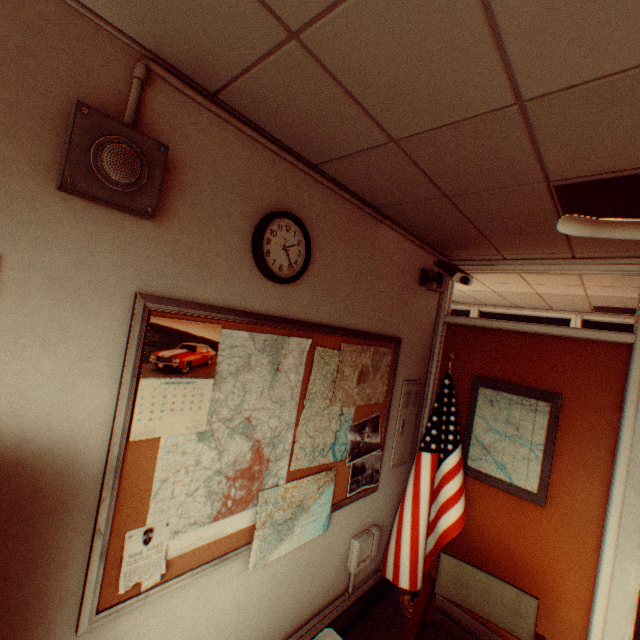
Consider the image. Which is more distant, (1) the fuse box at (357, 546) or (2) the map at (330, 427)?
(1) the fuse box at (357, 546)

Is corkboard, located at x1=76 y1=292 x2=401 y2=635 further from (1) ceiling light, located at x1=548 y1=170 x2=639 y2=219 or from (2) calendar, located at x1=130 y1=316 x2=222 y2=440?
(1) ceiling light, located at x1=548 y1=170 x2=639 y2=219

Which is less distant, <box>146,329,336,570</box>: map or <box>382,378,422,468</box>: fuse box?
<box>146,329,336,570</box>: map

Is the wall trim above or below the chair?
below

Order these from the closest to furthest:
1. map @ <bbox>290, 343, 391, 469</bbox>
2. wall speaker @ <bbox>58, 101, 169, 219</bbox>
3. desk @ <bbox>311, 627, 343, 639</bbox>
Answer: wall speaker @ <bbox>58, 101, 169, 219</bbox> < desk @ <bbox>311, 627, 343, 639</bbox> < map @ <bbox>290, 343, 391, 469</bbox>

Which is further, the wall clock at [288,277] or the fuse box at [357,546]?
the fuse box at [357,546]

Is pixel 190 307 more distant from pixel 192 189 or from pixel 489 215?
pixel 489 215

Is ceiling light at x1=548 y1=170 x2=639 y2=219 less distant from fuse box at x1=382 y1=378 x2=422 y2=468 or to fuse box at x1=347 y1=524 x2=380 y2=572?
fuse box at x1=382 y1=378 x2=422 y2=468
